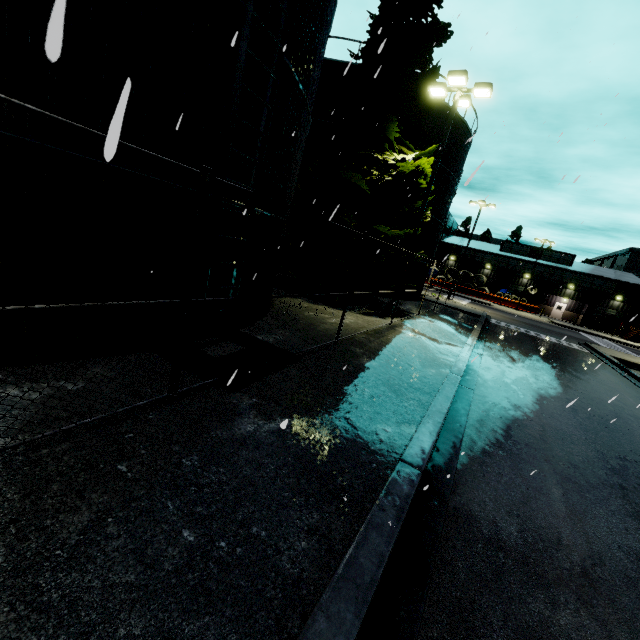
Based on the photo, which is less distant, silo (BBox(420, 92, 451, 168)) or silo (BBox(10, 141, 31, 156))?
silo (BBox(10, 141, 31, 156))

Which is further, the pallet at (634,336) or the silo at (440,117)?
the pallet at (634,336)

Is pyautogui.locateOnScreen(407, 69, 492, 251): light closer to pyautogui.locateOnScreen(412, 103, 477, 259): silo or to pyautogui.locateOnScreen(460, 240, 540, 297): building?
pyautogui.locateOnScreen(412, 103, 477, 259): silo

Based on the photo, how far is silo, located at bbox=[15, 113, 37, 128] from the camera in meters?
3.7 m

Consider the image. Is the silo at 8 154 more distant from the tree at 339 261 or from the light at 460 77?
the light at 460 77

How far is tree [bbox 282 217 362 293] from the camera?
14.66m

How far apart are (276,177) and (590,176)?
14.92m

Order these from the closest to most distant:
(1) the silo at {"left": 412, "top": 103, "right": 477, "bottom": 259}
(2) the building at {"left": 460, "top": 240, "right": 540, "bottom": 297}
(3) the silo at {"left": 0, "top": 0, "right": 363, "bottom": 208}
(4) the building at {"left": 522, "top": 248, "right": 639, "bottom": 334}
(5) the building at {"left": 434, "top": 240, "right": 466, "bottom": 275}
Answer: (3) the silo at {"left": 0, "top": 0, "right": 363, "bottom": 208} < (1) the silo at {"left": 412, "top": 103, "right": 477, "bottom": 259} < (4) the building at {"left": 522, "top": 248, "right": 639, "bottom": 334} < (2) the building at {"left": 460, "top": 240, "right": 540, "bottom": 297} < (5) the building at {"left": 434, "top": 240, "right": 466, "bottom": 275}
